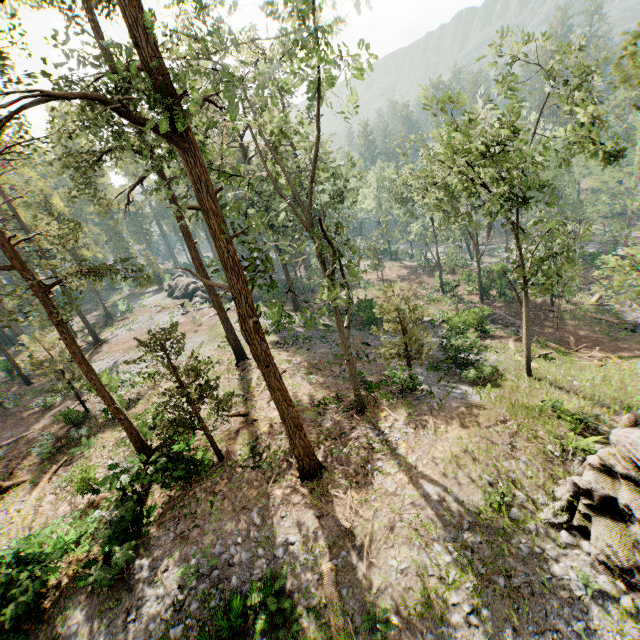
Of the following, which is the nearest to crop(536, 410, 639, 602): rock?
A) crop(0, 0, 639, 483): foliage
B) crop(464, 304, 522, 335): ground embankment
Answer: crop(0, 0, 639, 483): foliage

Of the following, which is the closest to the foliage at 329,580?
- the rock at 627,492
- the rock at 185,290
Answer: the rock at 627,492

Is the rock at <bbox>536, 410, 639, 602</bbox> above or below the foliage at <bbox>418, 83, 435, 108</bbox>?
below

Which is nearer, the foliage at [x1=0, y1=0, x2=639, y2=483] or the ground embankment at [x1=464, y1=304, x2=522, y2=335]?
the foliage at [x1=0, y1=0, x2=639, y2=483]

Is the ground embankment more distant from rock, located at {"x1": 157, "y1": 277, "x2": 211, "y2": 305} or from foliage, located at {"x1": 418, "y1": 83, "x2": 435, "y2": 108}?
rock, located at {"x1": 157, "y1": 277, "x2": 211, "y2": 305}

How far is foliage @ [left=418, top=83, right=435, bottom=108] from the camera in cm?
1293

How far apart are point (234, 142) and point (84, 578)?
34.17m

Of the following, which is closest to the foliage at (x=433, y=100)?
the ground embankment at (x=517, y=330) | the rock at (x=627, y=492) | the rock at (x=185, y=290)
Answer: the rock at (x=627, y=492)
